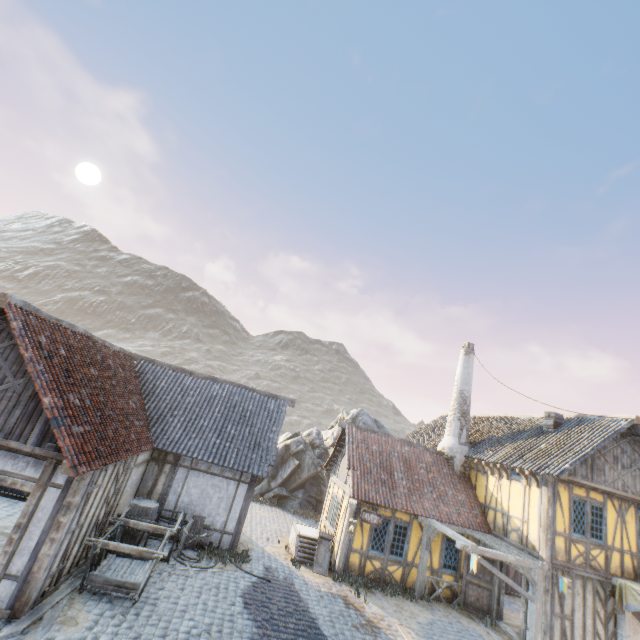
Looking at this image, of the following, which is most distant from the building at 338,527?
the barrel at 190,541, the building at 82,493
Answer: the barrel at 190,541

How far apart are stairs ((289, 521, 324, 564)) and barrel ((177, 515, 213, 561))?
3.7m

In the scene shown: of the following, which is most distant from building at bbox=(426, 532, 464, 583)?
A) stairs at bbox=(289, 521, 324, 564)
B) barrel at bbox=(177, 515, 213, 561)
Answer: barrel at bbox=(177, 515, 213, 561)

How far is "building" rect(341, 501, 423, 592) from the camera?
12.99m

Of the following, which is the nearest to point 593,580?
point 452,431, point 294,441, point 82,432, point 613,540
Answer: point 613,540

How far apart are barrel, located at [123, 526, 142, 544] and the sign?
7.67m

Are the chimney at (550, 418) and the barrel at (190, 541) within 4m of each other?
no

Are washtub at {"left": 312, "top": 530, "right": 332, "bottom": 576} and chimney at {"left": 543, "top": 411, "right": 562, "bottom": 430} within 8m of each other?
no
